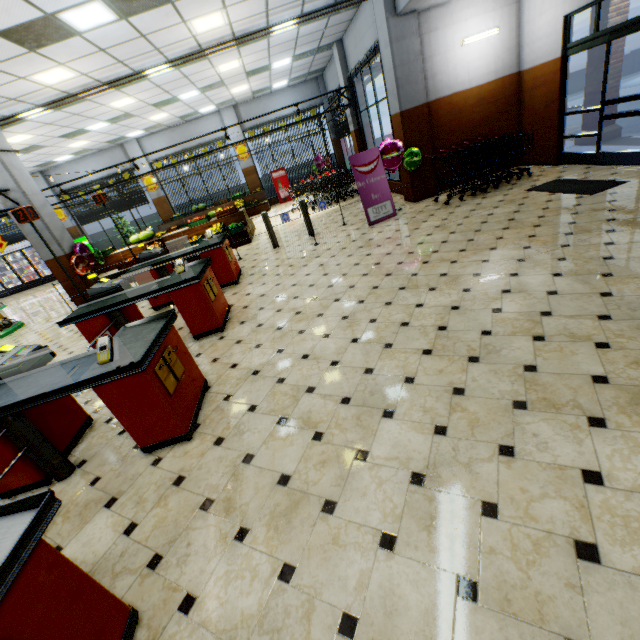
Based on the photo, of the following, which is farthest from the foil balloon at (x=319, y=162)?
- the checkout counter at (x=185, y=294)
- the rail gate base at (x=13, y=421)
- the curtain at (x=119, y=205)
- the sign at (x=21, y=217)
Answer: the rail gate base at (x=13, y=421)

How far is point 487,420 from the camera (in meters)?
2.38

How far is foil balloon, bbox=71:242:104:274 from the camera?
8.66m

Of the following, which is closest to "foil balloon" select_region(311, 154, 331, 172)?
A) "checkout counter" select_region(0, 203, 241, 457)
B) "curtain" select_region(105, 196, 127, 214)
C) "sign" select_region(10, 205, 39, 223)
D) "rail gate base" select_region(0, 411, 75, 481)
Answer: "curtain" select_region(105, 196, 127, 214)

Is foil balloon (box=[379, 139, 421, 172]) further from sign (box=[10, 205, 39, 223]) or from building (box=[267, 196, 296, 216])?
sign (box=[10, 205, 39, 223])

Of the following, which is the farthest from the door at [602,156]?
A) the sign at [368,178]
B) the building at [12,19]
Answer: the sign at [368,178]

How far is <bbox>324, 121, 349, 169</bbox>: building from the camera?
16.67m

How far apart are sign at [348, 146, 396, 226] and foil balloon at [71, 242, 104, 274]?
7.63m
